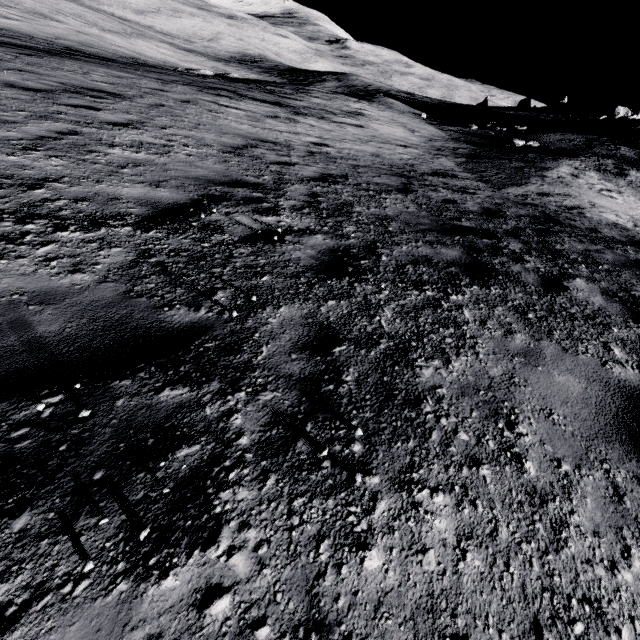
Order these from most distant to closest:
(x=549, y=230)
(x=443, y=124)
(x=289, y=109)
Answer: (x=443, y=124)
(x=289, y=109)
(x=549, y=230)
